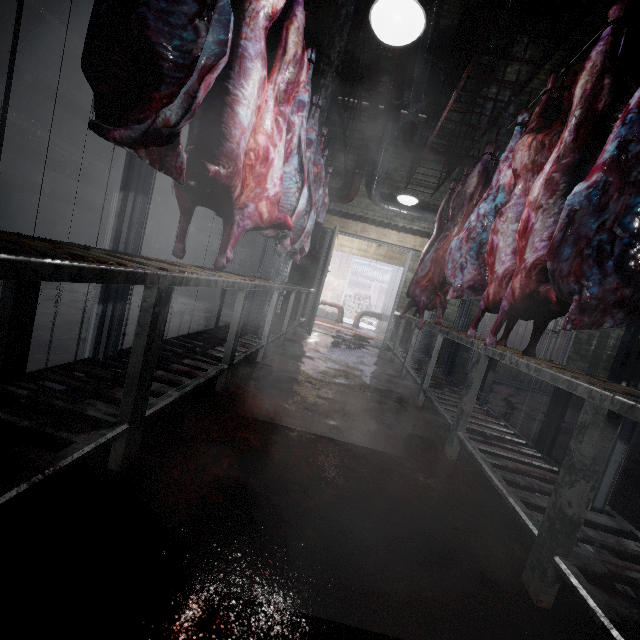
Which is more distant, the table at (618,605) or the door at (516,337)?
the door at (516,337)

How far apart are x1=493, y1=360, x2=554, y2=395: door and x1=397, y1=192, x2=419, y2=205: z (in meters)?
2.23

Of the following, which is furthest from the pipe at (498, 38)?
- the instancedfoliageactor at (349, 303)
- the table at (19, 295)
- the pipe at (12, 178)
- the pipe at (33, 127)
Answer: the instancedfoliageactor at (349, 303)

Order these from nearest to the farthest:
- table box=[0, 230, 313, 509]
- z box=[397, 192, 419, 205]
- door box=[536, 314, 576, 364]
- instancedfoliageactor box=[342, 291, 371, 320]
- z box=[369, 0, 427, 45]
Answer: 1. table box=[0, 230, 313, 509]
2. z box=[369, 0, 427, 45]
3. z box=[397, 192, 419, 205]
4. door box=[536, 314, 576, 364]
5. instancedfoliageactor box=[342, 291, 371, 320]

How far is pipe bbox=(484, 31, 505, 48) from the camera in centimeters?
359cm

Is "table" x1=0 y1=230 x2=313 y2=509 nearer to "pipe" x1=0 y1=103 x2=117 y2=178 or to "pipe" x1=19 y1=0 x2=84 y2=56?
"pipe" x1=19 y1=0 x2=84 y2=56

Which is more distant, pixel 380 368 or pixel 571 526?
pixel 380 368

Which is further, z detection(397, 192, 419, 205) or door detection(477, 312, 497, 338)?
door detection(477, 312, 497, 338)
